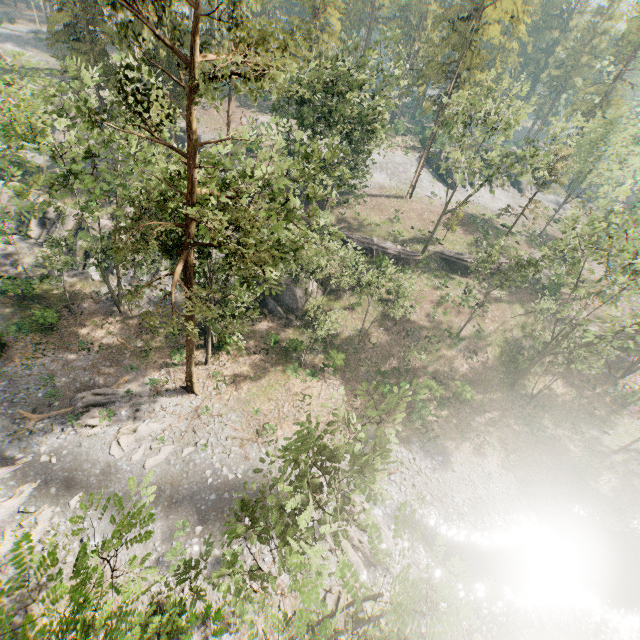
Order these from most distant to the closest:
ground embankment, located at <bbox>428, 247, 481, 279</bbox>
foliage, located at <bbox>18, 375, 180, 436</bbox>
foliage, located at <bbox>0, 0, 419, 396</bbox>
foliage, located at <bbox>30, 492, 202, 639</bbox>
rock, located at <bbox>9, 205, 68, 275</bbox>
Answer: ground embankment, located at <bbox>428, 247, 481, 279</bbox>, rock, located at <bbox>9, 205, 68, 275</bbox>, foliage, located at <bbox>18, 375, 180, 436</bbox>, foliage, located at <bbox>0, 0, 419, 396</bbox>, foliage, located at <bbox>30, 492, 202, 639</bbox>

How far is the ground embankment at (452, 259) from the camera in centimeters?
4244cm

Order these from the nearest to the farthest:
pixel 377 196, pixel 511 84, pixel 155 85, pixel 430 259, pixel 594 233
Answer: pixel 155 85
pixel 511 84
pixel 430 259
pixel 377 196
pixel 594 233

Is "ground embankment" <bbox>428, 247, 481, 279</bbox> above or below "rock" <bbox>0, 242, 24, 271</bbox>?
above

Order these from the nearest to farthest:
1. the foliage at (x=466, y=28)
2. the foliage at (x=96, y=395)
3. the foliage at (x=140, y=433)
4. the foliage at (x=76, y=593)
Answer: the foliage at (x=76, y=593), the foliage at (x=140, y=433), the foliage at (x=96, y=395), the foliage at (x=466, y=28)

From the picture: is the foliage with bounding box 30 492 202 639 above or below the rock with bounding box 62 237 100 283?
above

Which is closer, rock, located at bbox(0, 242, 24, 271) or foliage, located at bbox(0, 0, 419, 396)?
foliage, located at bbox(0, 0, 419, 396)
